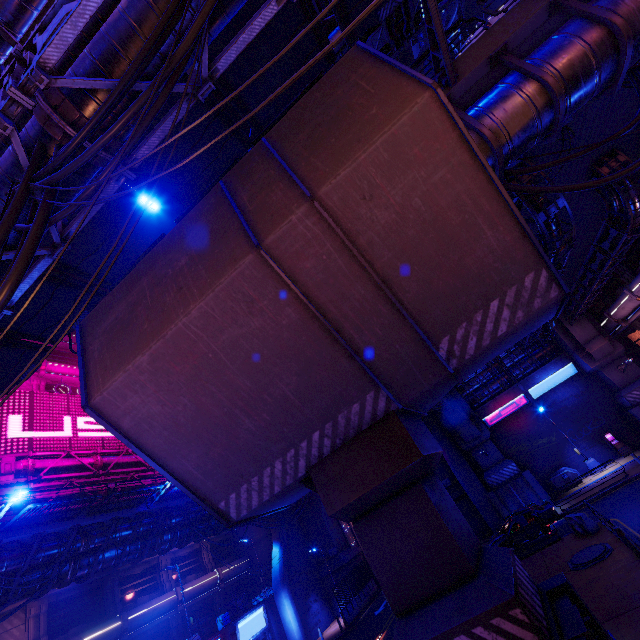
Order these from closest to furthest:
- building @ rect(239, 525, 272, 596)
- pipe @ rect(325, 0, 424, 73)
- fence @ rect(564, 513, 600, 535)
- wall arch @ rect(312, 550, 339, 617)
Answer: pipe @ rect(325, 0, 424, 73)
fence @ rect(564, 513, 600, 535)
wall arch @ rect(312, 550, 339, 617)
building @ rect(239, 525, 272, 596)

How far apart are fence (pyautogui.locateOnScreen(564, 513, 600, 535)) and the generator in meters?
10.7 m

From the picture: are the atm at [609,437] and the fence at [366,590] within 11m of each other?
no

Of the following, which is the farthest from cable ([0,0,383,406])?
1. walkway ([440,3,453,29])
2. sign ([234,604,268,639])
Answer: walkway ([440,3,453,29])

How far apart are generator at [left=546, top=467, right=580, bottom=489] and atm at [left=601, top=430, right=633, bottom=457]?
3.33m

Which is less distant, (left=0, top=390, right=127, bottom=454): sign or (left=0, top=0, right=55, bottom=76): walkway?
(left=0, top=0, right=55, bottom=76): walkway

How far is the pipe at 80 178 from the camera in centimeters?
687cm

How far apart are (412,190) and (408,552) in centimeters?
759cm
